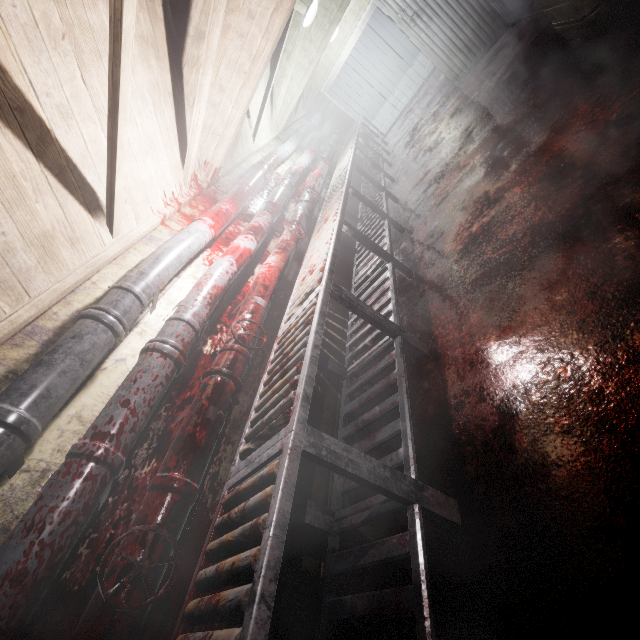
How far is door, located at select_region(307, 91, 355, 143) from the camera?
8.12m

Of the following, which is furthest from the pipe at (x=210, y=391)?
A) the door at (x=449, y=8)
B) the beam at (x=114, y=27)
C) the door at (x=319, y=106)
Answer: the door at (x=449, y=8)

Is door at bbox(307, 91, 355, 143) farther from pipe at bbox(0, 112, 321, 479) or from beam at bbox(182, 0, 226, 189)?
beam at bbox(182, 0, 226, 189)

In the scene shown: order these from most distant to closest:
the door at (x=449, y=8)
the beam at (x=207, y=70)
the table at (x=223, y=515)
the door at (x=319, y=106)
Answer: the door at (x=319, y=106), the door at (x=449, y=8), the beam at (x=207, y=70), the table at (x=223, y=515)

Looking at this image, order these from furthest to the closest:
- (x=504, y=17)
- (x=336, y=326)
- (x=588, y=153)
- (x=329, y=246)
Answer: (x=504, y=17) < (x=336, y=326) < (x=329, y=246) < (x=588, y=153)

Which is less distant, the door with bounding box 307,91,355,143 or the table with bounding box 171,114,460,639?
the table with bounding box 171,114,460,639

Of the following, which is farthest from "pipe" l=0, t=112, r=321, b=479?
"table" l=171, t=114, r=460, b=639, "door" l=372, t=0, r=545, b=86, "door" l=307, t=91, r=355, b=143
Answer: "door" l=372, t=0, r=545, b=86

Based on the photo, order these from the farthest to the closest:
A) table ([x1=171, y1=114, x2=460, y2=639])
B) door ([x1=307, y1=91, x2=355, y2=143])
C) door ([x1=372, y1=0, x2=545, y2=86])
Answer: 1. door ([x1=307, y1=91, x2=355, y2=143])
2. door ([x1=372, y1=0, x2=545, y2=86])
3. table ([x1=171, y1=114, x2=460, y2=639])
